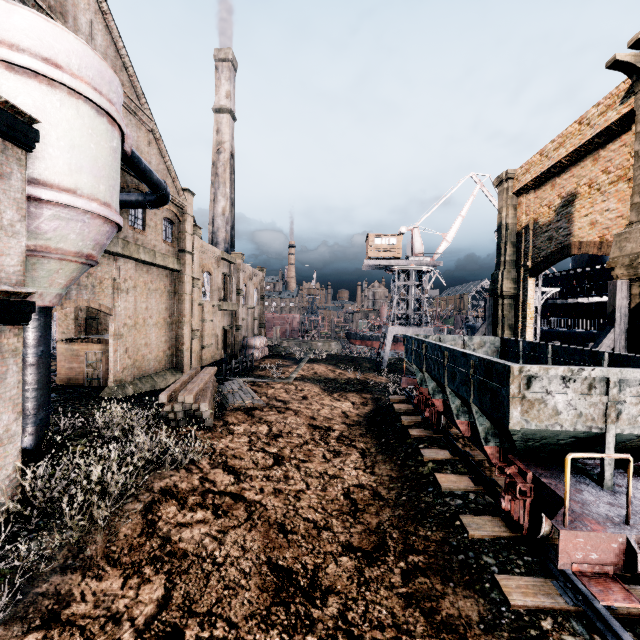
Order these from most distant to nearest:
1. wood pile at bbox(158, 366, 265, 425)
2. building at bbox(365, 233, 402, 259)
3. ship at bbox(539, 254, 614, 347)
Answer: building at bbox(365, 233, 402, 259), ship at bbox(539, 254, 614, 347), wood pile at bbox(158, 366, 265, 425)

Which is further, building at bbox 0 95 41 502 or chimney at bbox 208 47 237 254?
chimney at bbox 208 47 237 254

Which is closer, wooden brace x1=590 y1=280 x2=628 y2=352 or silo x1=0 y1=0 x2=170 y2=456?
silo x1=0 y1=0 x2=170 y2=456

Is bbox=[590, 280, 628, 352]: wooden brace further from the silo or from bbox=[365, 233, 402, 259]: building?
bbox=[365, 233, 402, 259]: building

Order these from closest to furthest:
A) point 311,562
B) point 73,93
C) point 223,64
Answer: point 311,562, point 73,93, point 223,64

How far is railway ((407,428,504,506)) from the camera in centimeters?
925cm

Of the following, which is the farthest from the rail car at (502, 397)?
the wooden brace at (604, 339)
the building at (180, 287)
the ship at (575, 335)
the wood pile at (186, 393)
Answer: the building at (180, 287)

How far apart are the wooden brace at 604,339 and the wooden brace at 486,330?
11.68m
